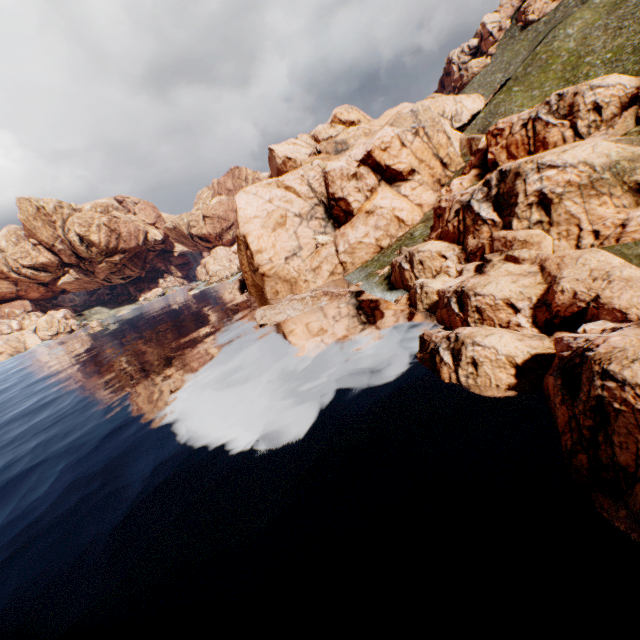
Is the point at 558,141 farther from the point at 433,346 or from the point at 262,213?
the point at 262,213
